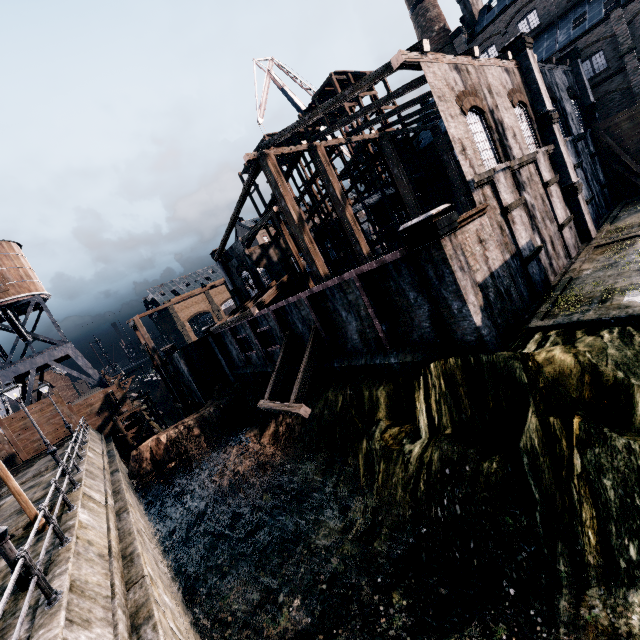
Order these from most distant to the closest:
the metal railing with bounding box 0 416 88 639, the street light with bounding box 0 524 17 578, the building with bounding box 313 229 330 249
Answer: the building with bounding box 313 229 330 249, the street light with bounding box 0 524 17 578, the metal railing with bounding box 0 416 88 639

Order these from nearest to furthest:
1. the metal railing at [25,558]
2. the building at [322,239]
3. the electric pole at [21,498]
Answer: the metal railing at [25,558] → the electric pole at [21,498] → the building at [322,239]

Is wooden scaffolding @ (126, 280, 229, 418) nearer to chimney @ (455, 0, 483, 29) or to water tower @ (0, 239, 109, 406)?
water tower @ (0, 239, 109, 406)

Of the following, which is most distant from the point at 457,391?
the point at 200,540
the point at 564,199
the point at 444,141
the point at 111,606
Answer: the point at 444,141

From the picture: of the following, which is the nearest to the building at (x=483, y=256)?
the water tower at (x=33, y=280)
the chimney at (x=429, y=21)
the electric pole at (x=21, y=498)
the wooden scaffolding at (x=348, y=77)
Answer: the wooden scaffolding at (x=348, y=77)

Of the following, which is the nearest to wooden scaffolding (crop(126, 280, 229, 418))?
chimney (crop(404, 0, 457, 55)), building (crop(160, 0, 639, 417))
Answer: building (crop(160, 0, 639, 417))

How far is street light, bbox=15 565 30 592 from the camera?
7.8m

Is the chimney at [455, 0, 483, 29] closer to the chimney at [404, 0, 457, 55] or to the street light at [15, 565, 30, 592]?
the chimney at [404, 0, 457, 55]
